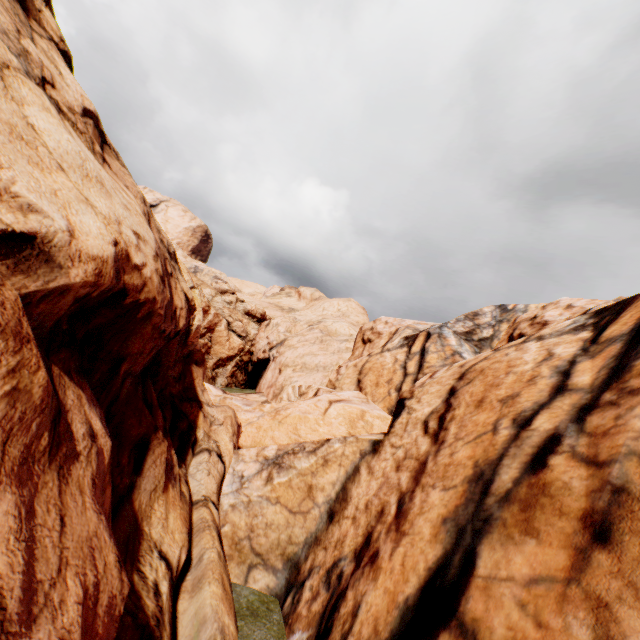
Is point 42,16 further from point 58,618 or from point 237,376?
point 237,376
